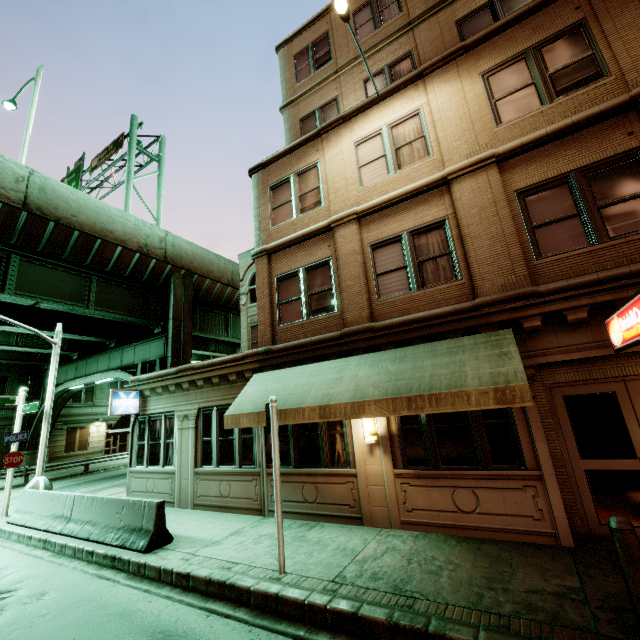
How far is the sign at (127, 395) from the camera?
12.2 meters

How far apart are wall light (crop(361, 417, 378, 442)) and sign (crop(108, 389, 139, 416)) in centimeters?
967cm

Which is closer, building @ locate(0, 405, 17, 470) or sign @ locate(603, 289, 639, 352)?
sign @ locate(603, 289, 639, 352)

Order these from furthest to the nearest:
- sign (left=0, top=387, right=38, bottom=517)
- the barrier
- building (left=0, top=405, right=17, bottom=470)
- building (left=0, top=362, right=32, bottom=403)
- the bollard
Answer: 1. building (left=0, top=362, right=32, bottom=403)
2. building (left=0, top=405, right=17, bottom=470)
3. sign (left=0, top=387, right=38, bottom=517)
4. the barrier
5. the bollard

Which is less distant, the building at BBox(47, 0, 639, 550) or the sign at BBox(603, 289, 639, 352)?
the sign at BBox(603, 289, 639, 352)

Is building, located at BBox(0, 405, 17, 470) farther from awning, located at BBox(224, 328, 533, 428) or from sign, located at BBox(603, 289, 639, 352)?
sign, located at BBox(603, 289, 639, 352)

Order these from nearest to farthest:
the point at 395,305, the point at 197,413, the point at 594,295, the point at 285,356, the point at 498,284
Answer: the point at 594,295, the point at 498,284, the point at 395,305, the point at 285,356, the point at 197,413

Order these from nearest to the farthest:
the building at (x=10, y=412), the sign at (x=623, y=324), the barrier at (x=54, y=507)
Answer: the sign at (x=623, y=324) → the barrier at (x=54, y=507) → the building at (x=10, y=412)
